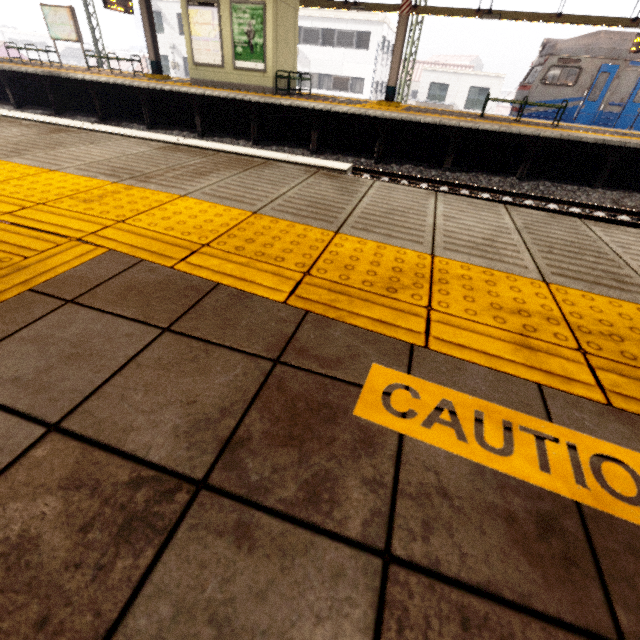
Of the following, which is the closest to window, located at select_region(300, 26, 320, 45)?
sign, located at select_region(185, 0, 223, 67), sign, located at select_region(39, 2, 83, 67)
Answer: sign, located at select_region(39, 2, 83, 67)

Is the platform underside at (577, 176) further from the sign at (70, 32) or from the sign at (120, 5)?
the sign at (120, 5)

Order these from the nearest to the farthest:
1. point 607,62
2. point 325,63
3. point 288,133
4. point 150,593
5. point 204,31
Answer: point 150,593 → point 288,133 → point 204,31 → point 607,62 → point 325,63

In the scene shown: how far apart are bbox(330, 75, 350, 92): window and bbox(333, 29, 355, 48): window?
1.72m

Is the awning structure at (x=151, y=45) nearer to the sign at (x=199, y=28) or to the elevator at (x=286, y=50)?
the elevator at (x=286, y=50)

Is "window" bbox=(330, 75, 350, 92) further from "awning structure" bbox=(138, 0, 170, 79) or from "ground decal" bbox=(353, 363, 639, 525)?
"ground decal" bbox=(353, 363, 639, 525)

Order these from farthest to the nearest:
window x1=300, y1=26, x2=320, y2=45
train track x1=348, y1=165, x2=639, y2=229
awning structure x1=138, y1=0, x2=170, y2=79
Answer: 1. window x1=300, y1=26, x2=320, y2=45
2. awning structure x1=138, y1=0, x2=170, y2=79
3. train track x1=348, y1=165, x2=639, y2=229

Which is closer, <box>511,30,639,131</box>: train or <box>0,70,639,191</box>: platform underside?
<box>0,70,639,191</box>: platform underside
